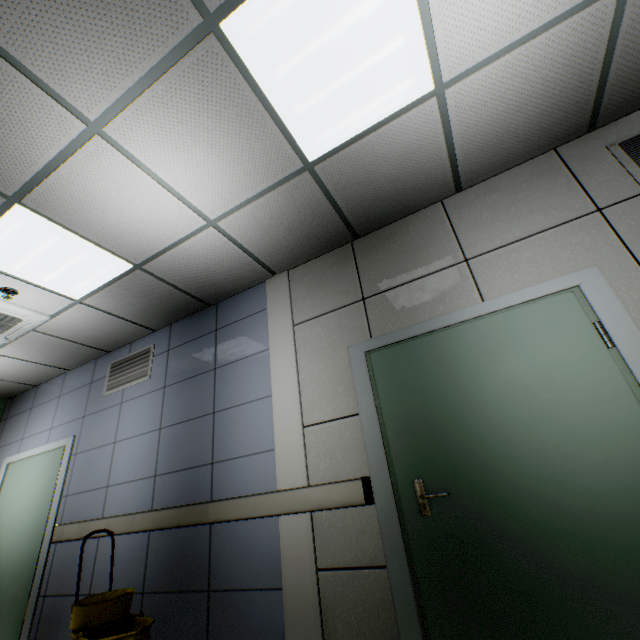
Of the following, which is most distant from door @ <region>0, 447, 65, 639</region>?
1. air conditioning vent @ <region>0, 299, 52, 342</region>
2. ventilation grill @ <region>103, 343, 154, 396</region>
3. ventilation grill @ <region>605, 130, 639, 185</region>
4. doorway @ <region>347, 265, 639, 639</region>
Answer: ventilation grill @ <region>605, 130, 639, 185</region>

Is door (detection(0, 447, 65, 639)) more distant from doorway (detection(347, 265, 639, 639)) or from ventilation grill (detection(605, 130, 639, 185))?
ventilation grill (detection(605, 130, 639, 185))

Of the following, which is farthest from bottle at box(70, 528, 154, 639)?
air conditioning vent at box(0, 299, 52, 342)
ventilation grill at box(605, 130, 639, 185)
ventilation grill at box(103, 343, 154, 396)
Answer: ventilation grill at box(605, 130, 639, 185)

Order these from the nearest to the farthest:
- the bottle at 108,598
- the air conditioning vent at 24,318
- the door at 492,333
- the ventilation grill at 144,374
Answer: the door at 492,333, the bottle at 108,598, the air conditioning vent at 24,318, the ventilation grill at 144,374

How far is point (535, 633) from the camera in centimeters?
168cm

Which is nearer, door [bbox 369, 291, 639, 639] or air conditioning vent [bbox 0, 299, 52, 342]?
door [bbox 369, 291, 639, 639]

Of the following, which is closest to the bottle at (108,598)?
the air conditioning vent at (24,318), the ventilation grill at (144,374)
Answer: the ventilation grill at (144,374)

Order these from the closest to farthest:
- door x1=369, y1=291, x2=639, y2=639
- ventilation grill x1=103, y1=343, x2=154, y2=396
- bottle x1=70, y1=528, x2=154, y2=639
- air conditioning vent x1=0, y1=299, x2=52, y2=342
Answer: door x1=369, y1=291, x2=639, y2=639 → bottle x1=70, y1=528, x2=154, y2=639 → air conditioning vent x1=0, y1=299, x2=52, y2=342 → ventilation grill x1=103, y1=343, x2=154, y2=396
